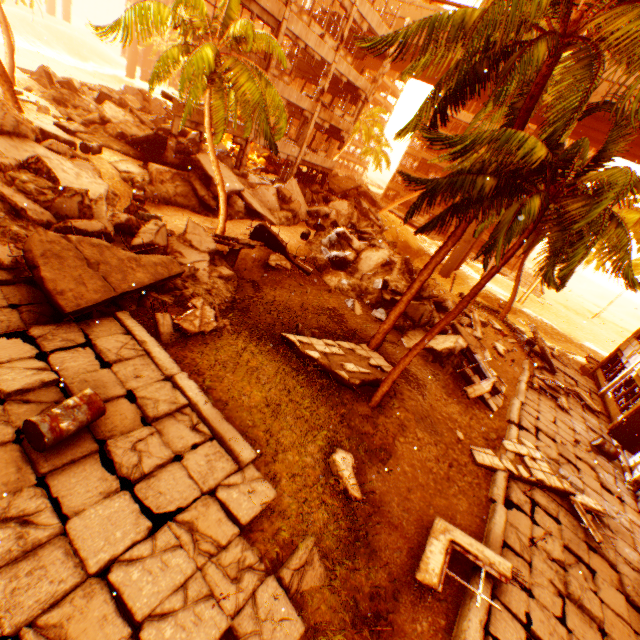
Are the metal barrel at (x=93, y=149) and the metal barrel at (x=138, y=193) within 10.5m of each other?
yes

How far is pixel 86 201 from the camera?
9.6m

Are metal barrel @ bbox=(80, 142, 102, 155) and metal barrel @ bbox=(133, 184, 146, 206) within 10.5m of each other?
yes

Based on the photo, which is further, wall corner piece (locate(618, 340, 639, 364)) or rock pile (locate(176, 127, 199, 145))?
rock pile (locate(176, 127, 199, 145))

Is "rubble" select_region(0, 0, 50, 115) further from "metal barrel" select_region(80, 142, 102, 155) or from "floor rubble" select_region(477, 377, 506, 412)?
"metal barrel" select_region(80, 142, 102, 155)

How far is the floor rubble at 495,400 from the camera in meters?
13.8

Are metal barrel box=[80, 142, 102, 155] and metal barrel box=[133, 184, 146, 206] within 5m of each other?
Answer: yes

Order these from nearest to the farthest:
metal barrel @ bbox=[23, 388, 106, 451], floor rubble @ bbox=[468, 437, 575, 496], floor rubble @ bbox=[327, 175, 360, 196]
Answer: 1. metal barrel @ bbox=[23, 388, 106, 451]
2. floor rubble @ bbox=[468, 437, 575, 496]
3. floor rubble @ bbox=[327, 175, 360, 196]
